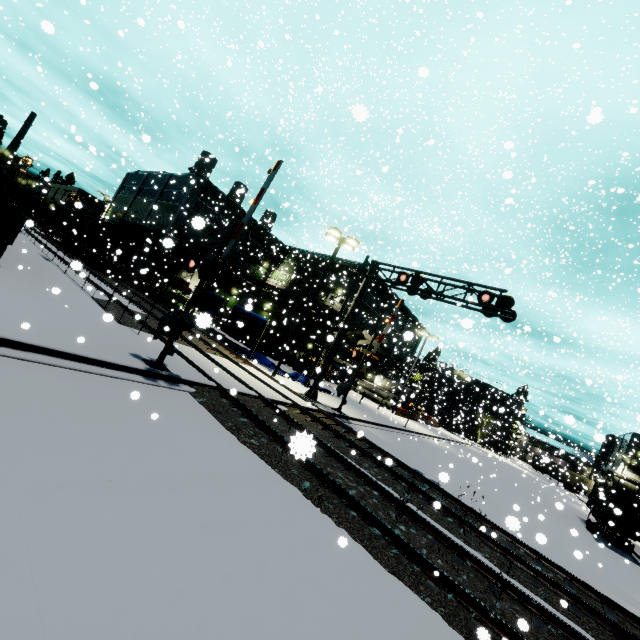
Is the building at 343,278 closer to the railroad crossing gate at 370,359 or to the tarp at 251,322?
the tarp at 251,322

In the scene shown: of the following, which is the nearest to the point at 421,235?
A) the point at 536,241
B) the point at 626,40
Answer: the point at 536,241

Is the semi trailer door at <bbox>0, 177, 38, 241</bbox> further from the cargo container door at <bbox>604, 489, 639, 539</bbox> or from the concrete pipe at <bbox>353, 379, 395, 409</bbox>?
the concrete pipe at <bbox>353, 379, 395, 409</bbox>

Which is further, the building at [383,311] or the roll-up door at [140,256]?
the building at [383,311]

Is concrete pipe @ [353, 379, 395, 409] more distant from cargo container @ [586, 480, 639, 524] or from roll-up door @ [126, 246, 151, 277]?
roll-up door @ [126, 246, 151, 277]

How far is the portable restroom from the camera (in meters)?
34.94

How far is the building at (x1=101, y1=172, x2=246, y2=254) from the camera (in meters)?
37.06

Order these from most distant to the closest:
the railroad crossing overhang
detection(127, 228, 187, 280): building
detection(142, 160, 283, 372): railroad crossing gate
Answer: detection(127, 228, 187, 280): building, the railroad crossing overhang, detection(142, 160, 283, 372): railroad crossing gate
